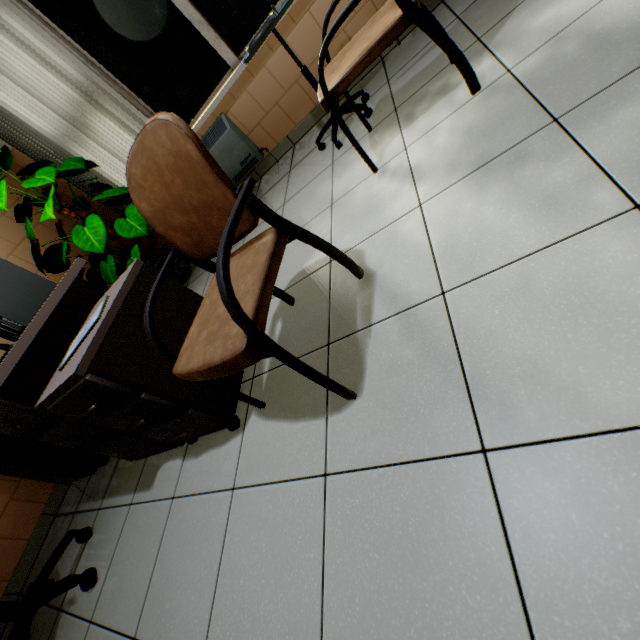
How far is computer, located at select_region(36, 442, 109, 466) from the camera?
2.2m

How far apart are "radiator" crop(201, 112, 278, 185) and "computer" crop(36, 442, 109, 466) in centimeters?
211cm

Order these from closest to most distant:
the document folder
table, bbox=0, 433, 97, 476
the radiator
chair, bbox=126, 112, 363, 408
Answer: chair, bbox=126, 112, 363, 408, the document folder, table, bbox=0, 433, 97, 476, the radiator

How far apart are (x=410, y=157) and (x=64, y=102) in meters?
3.1 m

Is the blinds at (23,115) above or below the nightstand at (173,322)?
above

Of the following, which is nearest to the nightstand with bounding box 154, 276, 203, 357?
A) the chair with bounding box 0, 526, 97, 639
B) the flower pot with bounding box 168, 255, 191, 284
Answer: the chair with bounding box 0, 526, 97, 639

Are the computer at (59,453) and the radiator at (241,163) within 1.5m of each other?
no
